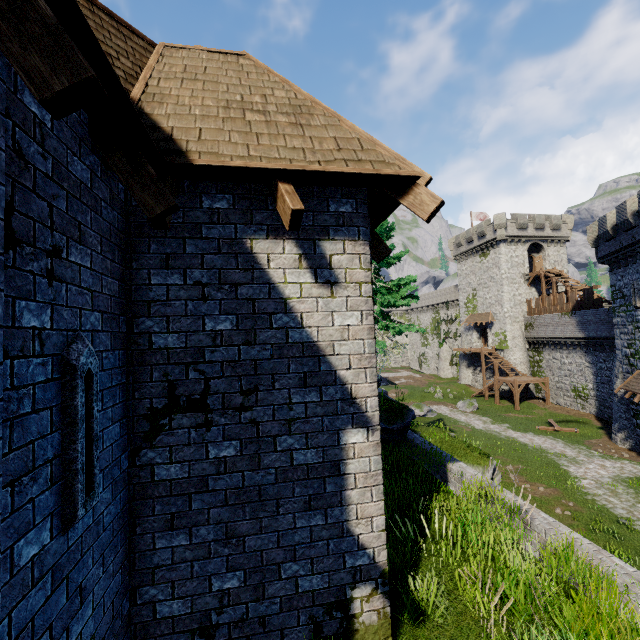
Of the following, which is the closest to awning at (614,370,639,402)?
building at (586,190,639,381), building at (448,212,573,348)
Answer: building at (586,190,639,381)

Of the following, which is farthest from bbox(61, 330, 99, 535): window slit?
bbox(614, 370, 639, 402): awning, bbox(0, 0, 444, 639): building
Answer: bbox(614, 370, 639, 402): awning

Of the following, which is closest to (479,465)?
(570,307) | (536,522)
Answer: (536,522)

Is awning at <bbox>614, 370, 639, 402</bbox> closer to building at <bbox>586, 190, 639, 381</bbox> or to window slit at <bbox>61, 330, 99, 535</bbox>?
building at <bbox>586, 190, 639, 381</bbox>

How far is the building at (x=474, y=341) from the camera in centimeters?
4656cm

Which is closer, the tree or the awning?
the tree

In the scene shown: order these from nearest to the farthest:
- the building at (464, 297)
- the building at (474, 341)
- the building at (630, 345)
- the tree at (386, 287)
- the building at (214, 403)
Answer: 1. the building at (214, 403)
2. the tree at (386, 287)
3. the building at (630, 345)
4. the building at (464, 297)
5. the building at (474, 341)

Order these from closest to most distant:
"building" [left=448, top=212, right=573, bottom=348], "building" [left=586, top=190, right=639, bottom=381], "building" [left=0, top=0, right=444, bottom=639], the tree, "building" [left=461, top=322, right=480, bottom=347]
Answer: "building" [left=0, top=0, right=444, bottom=639], the tree, "building" [left=586, top=190, right=639, bottom=381], "building" [left=448, top=212, right=573, bottom=348], "building" [left=461, top=322, right=480, bottom=347]
